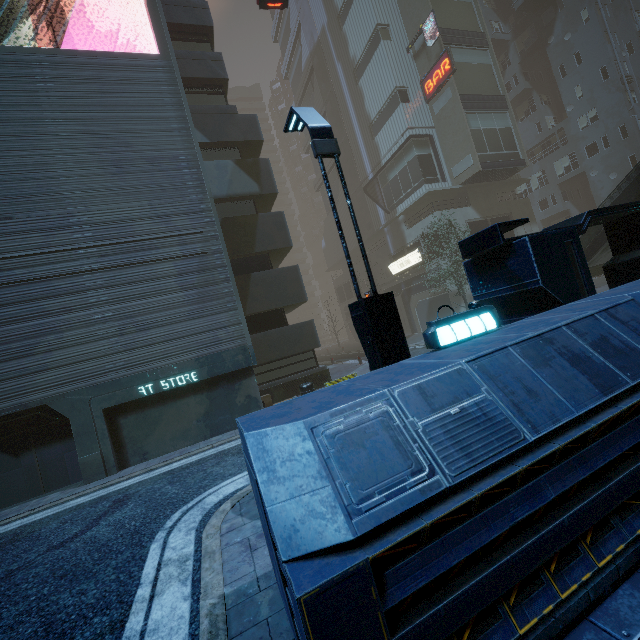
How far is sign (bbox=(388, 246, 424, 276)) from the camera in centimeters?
2953cm

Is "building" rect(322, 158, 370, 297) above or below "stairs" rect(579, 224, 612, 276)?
above

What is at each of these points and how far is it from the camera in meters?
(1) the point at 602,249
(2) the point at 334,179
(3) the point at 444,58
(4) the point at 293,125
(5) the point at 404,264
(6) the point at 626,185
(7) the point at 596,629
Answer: (1) stairs, 17.0 m
(2) building, 42.8 m
(3) sign, 26.3 m
(4) street light, 6.4 m
(5) sign, 31.7 m
(6) stairs, 15.4 m
(7) building, 2.5 m

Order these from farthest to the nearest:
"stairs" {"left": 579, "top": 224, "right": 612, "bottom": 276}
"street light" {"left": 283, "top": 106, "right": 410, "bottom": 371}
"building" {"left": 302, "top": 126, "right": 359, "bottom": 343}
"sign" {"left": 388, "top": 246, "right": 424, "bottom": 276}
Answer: "building" {"left": 302, "top": 126, "right": 359, "bottom": 343} < "sign" {"left": 388, "top": 246, "right": 424, "bottom": 276} < "stairs" {"left": 579, "top": 224, "right": 612, "bottom": 276} < "street light" {"left": 283, "top": 106, "right": 410, "bottom": 371}

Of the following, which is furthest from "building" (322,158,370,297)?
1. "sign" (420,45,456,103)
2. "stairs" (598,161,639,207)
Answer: "stairs" (598,161,639,207)

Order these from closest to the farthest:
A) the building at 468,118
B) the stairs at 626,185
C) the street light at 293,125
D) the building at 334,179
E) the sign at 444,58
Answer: the building at 468,118
the street light at 293,125
the stairs at 626,185
the sign at 444,58
the building at 334,179

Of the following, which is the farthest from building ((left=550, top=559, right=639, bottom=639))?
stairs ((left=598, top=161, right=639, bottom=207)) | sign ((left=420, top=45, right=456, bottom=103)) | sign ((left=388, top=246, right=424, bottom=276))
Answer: stairs ((left=598, top=161, right=639, bottom=207))

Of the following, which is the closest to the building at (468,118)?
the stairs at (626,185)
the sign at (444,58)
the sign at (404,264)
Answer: the sign at (444,58)
